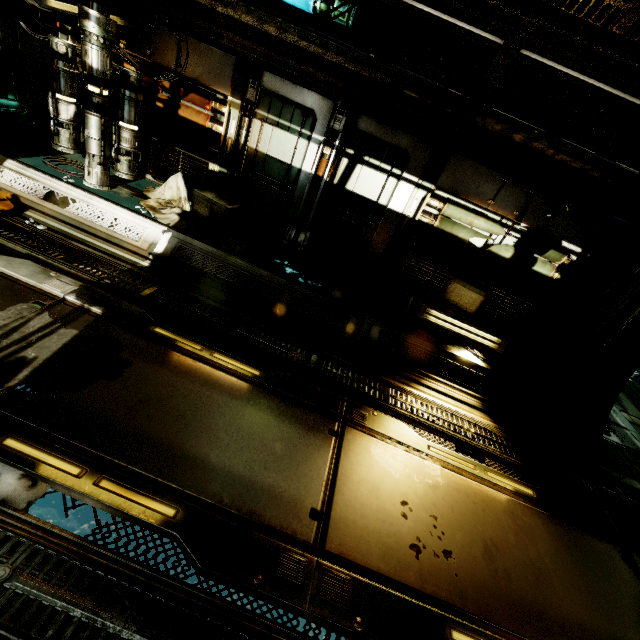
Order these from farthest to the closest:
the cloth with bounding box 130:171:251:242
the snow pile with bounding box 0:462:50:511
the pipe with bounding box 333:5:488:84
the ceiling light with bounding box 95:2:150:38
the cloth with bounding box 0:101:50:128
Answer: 1. the cloth with bounding box 0:101:50:128
2. the cloth with bounding box 130:171:251:242
3. the ceiling light with bounding box 95:2:150:38
4. the pipe with bounding box 333:5:488:84
5. the snow pile with bounding box 0:462:50:511

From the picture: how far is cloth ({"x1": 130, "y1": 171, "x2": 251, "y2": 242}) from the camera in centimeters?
555cm

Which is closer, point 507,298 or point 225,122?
point 225,122

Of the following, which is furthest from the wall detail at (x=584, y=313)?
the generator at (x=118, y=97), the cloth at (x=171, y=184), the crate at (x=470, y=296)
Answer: the generator at (x=118, y=97)

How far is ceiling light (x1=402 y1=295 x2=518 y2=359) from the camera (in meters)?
5.68

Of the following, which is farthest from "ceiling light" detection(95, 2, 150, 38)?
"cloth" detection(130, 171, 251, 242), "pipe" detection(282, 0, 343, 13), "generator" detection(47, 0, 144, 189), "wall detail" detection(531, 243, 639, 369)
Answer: "wall detail" detection(531, 243, 639, 369)

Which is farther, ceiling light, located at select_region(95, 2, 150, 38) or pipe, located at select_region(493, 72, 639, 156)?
ceiling light, located at select_region(95, 2, 150, 38)

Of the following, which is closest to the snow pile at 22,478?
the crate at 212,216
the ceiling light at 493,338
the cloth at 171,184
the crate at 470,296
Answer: the cloth at 171,184
